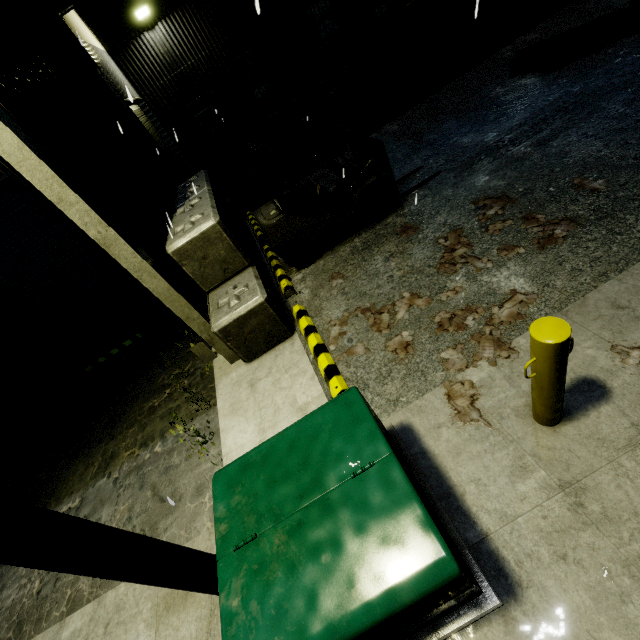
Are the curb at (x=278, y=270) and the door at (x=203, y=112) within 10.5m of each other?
yes

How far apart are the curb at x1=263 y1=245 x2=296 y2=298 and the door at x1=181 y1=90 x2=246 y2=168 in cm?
917

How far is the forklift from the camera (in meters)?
5.33

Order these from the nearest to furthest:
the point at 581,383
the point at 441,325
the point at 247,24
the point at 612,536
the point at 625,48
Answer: the point at 612,536
the point at 581,383
the point at 441,325
the point at 625,48
the point at 247,24

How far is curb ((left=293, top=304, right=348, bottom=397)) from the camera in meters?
4.0 m

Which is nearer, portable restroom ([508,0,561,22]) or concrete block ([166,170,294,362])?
concrete block ([166,170,294,362])

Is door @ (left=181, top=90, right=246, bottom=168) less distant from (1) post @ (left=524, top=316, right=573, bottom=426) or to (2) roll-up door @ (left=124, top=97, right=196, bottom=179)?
(2) roll-up door @ (left=124, top=97, right=196, bottom=179)

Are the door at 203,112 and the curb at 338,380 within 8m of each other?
no
